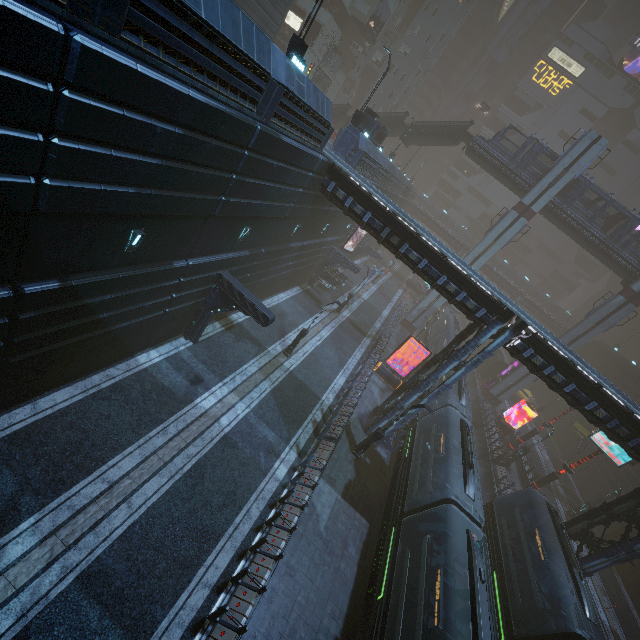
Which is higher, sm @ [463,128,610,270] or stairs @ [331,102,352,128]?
sm @ [463,128,610,270]

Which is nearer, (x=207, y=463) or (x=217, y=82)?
(x=217, y=82)

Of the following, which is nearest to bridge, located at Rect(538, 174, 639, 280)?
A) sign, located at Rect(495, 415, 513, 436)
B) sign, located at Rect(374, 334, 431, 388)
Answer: sign, located at Rect(495, 415, 513, 436)

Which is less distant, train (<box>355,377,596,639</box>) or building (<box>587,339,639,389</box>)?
train (<box>355,377,596,639</box>)

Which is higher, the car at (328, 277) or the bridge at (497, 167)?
the bridge at (497, 167)

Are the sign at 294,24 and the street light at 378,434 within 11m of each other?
no

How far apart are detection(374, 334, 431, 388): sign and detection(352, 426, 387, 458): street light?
9.6 meters

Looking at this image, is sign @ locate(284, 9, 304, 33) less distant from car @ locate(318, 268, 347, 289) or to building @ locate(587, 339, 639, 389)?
building @ locate(587, 339, 639, 389)
